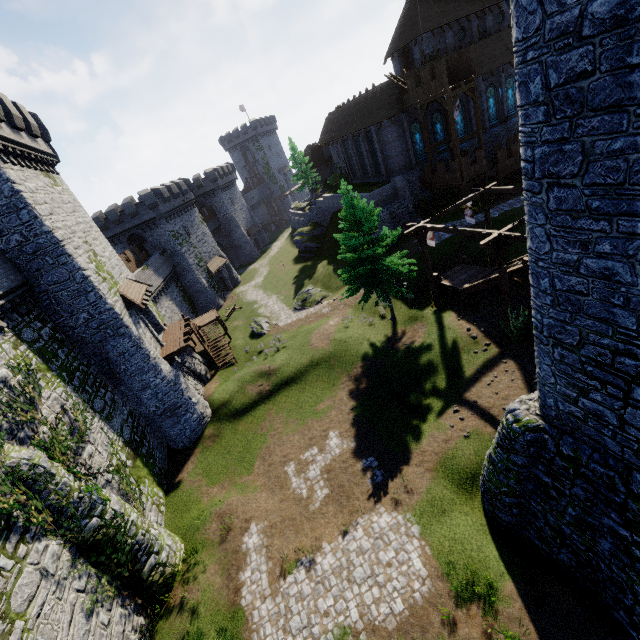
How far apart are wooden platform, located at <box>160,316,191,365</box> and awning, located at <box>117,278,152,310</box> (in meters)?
3.09

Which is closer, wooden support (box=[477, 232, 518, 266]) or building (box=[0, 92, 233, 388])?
wooden support (box=[477, 232, 518, 266])

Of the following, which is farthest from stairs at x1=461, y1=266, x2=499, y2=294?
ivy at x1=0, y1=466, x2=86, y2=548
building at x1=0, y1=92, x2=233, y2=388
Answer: building at x1=0, y1=92, x2=233, y2=388

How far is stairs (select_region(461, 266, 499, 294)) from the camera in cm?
1931

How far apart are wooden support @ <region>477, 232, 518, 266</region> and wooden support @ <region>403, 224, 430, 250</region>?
3.68m

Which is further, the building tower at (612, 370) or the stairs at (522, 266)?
the stairs at (522, 266)

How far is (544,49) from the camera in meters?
4.7 m

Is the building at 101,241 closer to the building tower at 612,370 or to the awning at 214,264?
the awning at 214,264
